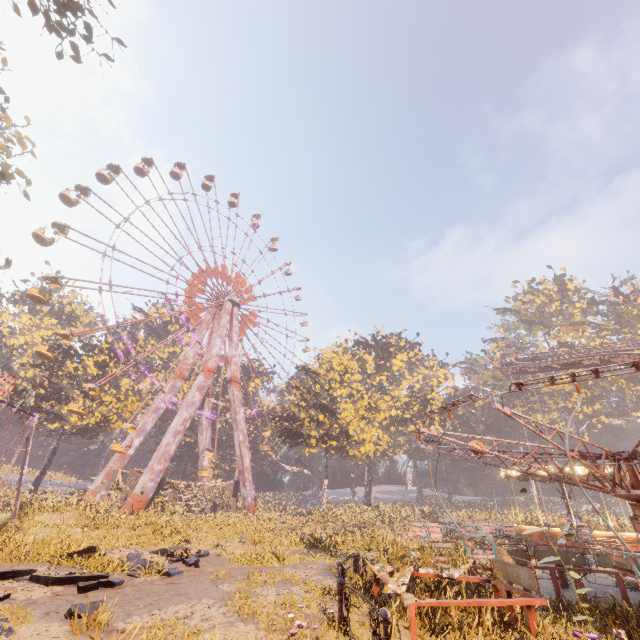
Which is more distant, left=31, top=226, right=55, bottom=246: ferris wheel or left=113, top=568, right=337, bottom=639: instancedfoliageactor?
left=31, top=226, right=55, bottom=246: ferris wheel

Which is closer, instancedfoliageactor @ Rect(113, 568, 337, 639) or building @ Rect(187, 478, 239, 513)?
instancedfoliageactor @ Rect(113, 568, 337, 639)

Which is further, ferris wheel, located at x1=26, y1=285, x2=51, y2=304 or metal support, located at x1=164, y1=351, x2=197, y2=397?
metal support, located at x1=164, y1=351, x2=197, y2=397

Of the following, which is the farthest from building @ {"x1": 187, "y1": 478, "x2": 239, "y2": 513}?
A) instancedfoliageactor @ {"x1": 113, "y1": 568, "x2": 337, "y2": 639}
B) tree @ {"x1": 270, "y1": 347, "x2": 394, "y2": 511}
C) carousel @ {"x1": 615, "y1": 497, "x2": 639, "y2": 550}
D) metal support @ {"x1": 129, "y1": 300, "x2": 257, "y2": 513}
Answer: instancedfoliageactor @ {"x1": 113, "y1": 568, "x2": 337, "y2": 639}

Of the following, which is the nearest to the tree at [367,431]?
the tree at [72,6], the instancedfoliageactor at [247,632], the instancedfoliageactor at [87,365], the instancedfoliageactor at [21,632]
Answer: the instancedfoliageactor at [87,365]

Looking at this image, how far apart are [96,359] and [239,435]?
20.1m

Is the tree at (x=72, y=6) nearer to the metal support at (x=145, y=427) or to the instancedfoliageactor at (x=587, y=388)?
the metal support at (x=145, y=427)

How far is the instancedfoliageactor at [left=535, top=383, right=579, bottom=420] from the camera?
51.9 meters
